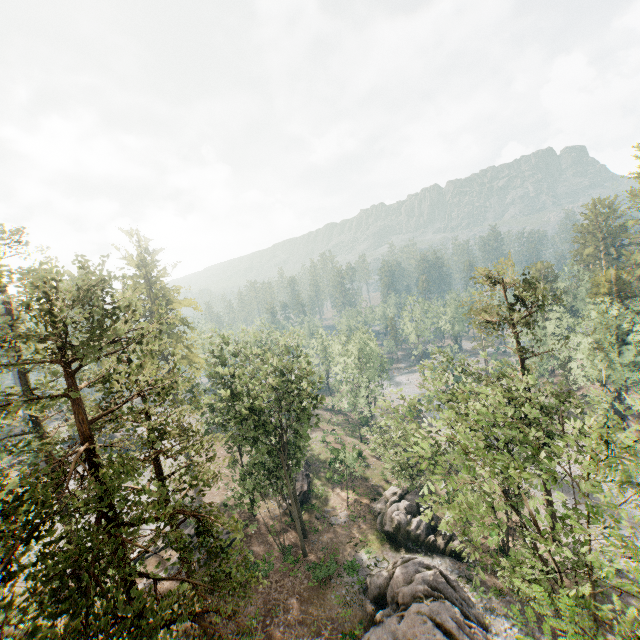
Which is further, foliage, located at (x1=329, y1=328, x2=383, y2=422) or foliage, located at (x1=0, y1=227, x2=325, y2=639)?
foliage, located at (x1=329, y1=328, x2=383, y2=422)

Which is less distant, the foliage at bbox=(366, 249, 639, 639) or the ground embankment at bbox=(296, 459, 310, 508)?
the foliage at bbox=(366, 249, 639, 639)

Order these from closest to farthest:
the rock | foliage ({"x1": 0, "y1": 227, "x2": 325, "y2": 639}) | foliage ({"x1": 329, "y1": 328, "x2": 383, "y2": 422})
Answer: foliage ({"x1": 0, "y1": 227, "x2": 325, "y2": 639}) → the rock → foliage ({"x1": 329, "y1": 328, "x2": 383, "y2": 422})

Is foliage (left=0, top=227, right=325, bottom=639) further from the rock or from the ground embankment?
the rock

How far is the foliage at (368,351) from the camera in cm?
5328

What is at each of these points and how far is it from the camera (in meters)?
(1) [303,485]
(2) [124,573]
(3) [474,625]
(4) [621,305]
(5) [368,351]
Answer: (1) ground embankment, 39.12
(2) foliage, 7.53
(3) rock, 21.61
(4) foliage, 42.00
(5) foliage, 57.94

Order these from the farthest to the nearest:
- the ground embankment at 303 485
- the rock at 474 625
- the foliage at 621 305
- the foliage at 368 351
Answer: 1. the foliage at 368 351
2. the ground embankment at 303 485
3. the rock at 474 625
4. the foliage at 621 305
